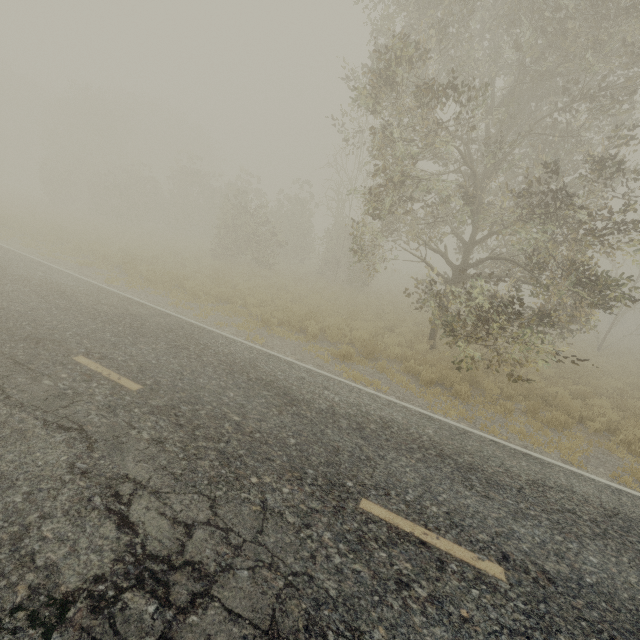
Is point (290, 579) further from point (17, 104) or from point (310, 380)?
point (17, 104)
